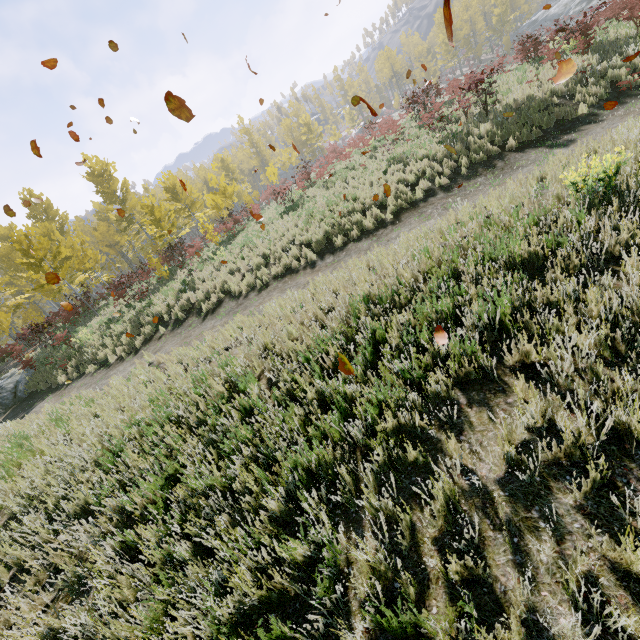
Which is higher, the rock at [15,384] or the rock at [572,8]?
the rock at [572,8]

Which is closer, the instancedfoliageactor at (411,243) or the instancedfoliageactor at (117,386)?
the instancedfoliageactor at (411,243)

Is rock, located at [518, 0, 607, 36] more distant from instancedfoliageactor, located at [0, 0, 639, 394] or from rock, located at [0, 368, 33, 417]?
rock, located at [0, 368, 33, 417]

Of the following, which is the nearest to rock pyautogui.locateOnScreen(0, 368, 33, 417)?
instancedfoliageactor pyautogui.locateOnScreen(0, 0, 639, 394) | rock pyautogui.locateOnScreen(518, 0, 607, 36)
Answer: instancedfoliageactor pyautogui.locateOnScreen(0, 0, 639, 394)

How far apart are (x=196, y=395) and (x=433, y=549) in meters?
4.3

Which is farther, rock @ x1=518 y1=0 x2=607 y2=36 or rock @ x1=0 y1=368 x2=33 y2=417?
rock @ x1=518 y1=0 x2=607 y2=36
